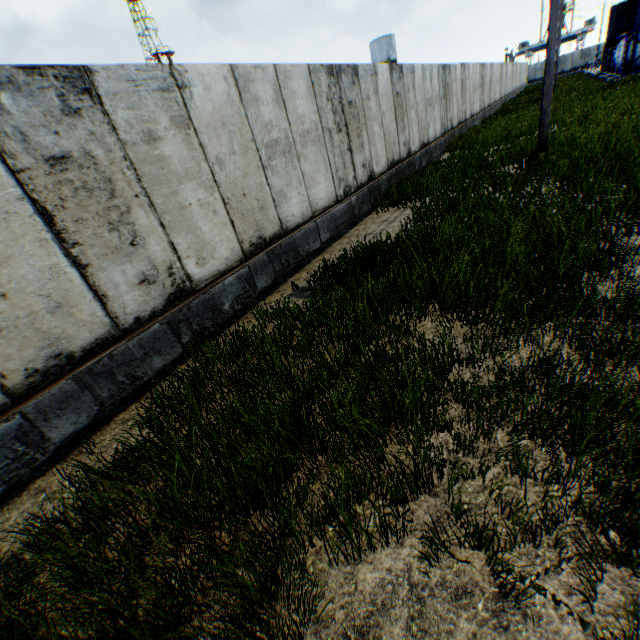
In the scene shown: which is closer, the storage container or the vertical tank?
the storage container

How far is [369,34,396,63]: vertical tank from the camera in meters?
50.2

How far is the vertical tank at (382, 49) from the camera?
50.2m

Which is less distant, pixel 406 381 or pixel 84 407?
pixel 406 381

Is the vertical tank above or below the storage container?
above

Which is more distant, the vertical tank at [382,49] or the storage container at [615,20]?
the vertical tank at [382,49]
